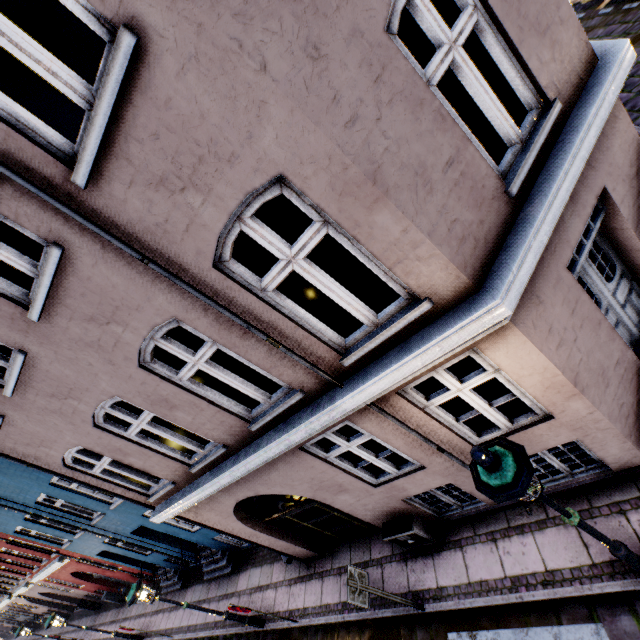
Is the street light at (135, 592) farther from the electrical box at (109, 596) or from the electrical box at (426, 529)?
the electrical box at (109, 596)

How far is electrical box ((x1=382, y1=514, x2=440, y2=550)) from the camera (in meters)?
6.17

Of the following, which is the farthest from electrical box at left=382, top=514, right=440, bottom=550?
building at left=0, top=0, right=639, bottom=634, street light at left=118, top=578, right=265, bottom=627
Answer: street light at left=118, top=578, right=265, bottom=627

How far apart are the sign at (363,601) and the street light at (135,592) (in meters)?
5.19

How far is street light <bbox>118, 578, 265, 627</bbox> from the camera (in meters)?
7.27

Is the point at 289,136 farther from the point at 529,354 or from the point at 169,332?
the point at 169,332

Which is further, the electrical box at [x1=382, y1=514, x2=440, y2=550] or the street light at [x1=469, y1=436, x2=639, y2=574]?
the electrical box at [x1=382, y1=514, x2=440, y2=550]

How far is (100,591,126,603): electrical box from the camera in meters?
16.8
